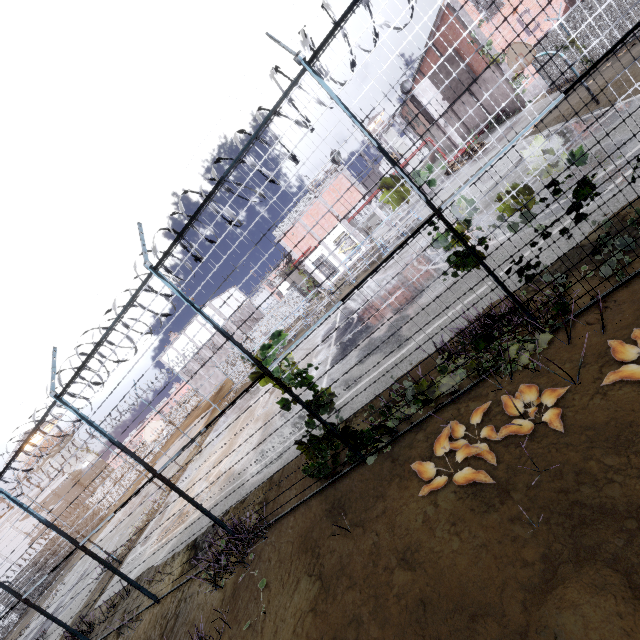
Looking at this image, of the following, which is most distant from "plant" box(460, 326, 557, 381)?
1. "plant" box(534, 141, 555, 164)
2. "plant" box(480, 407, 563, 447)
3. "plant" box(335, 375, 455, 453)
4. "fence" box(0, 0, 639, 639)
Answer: "plant" box(534, 141, 555, 164)

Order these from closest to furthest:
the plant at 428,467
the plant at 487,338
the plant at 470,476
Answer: the plant at 470,476 → the plant at 428,467 → the plant at 487,338

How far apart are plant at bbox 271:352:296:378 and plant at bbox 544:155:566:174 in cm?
445

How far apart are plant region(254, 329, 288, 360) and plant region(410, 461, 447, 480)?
1.8 meters

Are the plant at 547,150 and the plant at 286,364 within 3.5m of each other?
no

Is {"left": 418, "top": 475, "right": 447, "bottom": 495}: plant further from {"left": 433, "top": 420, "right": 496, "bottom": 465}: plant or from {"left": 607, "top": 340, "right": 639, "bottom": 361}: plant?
{"left": 607, "top": 340, "right": 639, "bottom": 361}: plant

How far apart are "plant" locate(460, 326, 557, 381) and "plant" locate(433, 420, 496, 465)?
1.05m

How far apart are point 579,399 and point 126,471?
21.71m
